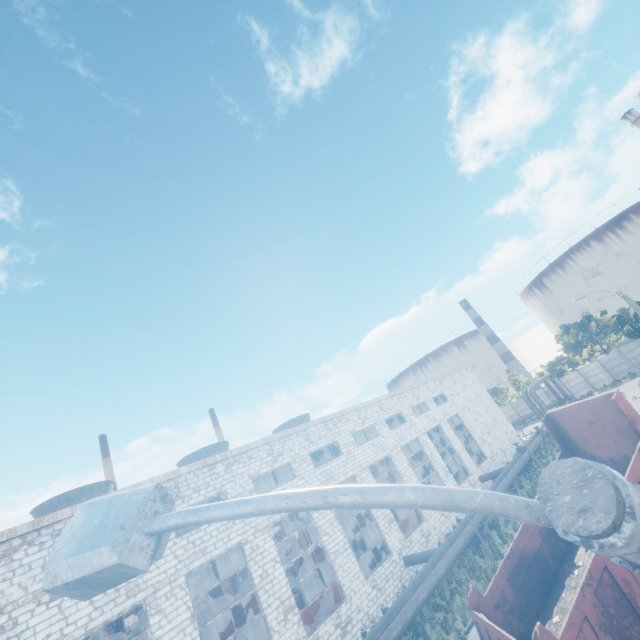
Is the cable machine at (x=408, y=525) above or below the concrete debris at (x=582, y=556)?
below

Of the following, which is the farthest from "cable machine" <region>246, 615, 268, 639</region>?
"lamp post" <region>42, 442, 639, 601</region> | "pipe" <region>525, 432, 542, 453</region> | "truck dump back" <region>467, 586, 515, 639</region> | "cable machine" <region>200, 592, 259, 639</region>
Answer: "lamp post" <region>42, 442, 639, 601</region>

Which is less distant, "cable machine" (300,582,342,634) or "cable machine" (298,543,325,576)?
"cable machine" (300,582,342,634)

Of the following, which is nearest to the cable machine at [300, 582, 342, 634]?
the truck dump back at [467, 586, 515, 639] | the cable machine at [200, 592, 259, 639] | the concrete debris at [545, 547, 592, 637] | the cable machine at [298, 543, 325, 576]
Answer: the cable machine at [200, 592, 259, 639]

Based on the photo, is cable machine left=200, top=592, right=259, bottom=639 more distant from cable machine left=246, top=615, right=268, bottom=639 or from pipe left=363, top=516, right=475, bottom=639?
pipe left=363, top=516, right=475, bottom=639

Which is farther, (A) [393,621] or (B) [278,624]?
(B) [278,624]

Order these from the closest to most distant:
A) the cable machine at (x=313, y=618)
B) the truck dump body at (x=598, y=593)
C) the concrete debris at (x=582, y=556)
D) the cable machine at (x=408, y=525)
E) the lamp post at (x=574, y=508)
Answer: the lamp post at (x=574, y=508)
the truck dump body at (x=598, y=593)
the concrete debris at (x=582, y=556)
the cable machine at (x=313, y=618)
the cable machine at (x=408, y=525)

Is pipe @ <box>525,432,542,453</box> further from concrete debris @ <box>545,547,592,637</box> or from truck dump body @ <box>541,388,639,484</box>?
concrete debris @ <box>545,547,592,637</box>
